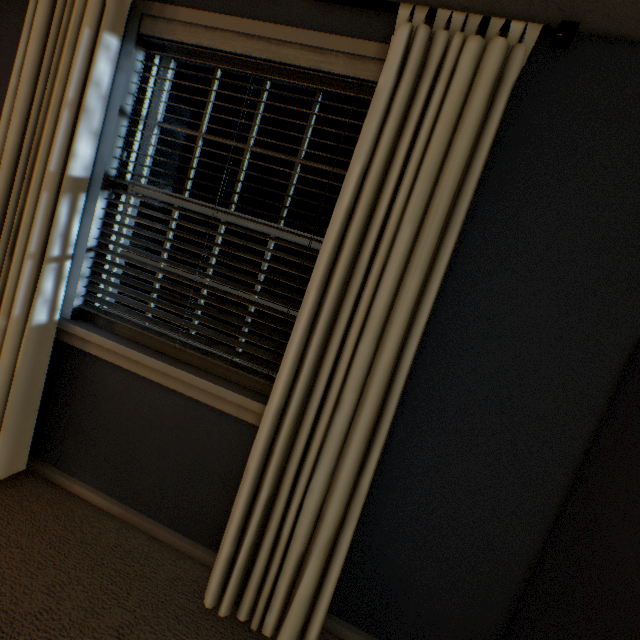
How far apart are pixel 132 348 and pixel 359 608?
1.5m
